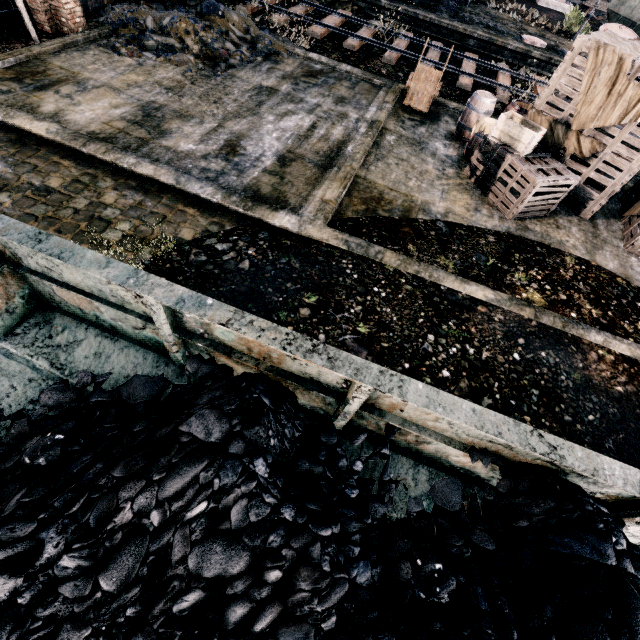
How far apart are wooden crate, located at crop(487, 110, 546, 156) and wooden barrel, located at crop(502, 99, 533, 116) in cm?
178

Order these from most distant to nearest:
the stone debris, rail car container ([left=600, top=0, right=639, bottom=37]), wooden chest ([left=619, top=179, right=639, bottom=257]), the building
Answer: rail car container ([left=600, top=0, right=639, bottom=37]) → the stone debris → the building → wooden chest ([left=619, top=179, right=639, bottom=257])

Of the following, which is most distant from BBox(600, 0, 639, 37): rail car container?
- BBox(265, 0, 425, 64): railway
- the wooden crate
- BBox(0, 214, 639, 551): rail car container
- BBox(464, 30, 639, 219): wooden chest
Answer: BBox(0, 214, 639, 551): rail car container

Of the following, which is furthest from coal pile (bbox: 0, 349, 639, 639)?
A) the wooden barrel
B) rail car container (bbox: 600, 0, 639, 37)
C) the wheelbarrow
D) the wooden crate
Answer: rail car container (bbox: 600, 0, 639, 37)

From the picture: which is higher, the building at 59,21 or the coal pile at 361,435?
the coal pile at 361,435

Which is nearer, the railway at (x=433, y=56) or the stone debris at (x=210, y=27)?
the stone debris at (x=210, y=27)

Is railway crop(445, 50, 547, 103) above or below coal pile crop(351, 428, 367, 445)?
below

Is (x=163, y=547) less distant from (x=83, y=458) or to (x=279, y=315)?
(x=83, y=458)
